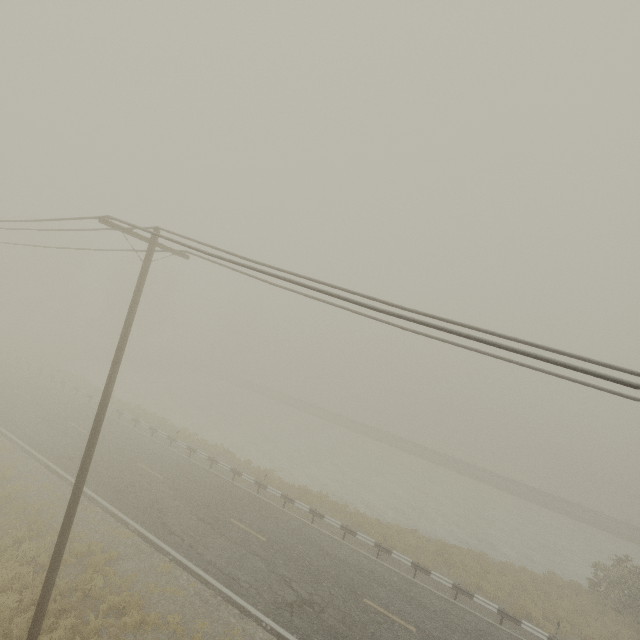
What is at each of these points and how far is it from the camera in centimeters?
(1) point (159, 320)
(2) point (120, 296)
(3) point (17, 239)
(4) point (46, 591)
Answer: (1) tree, 5797cm
(2) tree, 5191cm
(3) tree, 4822cm
(4) utility pole, 903cm

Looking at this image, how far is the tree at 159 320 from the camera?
52.53m

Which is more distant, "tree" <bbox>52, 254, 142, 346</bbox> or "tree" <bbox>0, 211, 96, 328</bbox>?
"tree" <bbox>52, 254, 142, 346</bbox>

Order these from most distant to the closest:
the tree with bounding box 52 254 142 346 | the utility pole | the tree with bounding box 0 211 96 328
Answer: the tree with bounding box 52 254 142 346, the tree with bounding box 0 211 96 328, the utility pole

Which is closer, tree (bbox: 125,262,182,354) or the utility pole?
the utility pole
